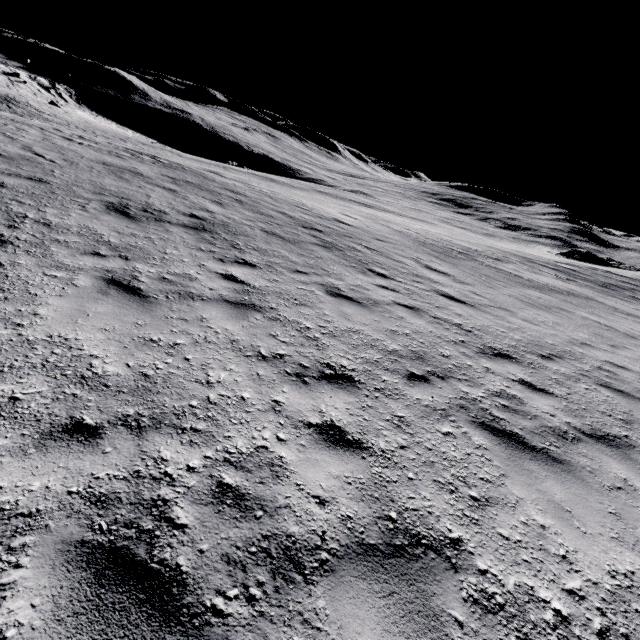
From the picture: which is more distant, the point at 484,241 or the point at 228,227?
the point at 484,241
